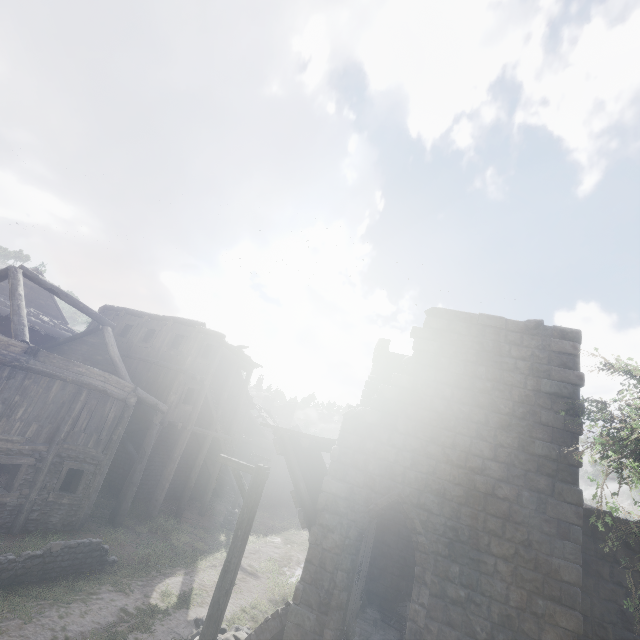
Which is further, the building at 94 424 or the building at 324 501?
the building at 94 424

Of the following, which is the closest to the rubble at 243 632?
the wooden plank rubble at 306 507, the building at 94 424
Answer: the building at 94 424

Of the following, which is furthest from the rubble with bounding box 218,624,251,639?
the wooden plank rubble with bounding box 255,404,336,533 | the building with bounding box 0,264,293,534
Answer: the wooden plank rubble with bounding box 255,404,336,533

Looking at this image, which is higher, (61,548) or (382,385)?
(382,385)

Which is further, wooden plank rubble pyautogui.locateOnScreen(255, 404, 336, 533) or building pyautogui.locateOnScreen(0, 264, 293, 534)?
building pyautogui.locateOnScreen(0, 264, 293, 534)

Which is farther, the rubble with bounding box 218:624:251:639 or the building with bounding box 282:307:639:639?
the rubble with bounding box 218:624:251:639

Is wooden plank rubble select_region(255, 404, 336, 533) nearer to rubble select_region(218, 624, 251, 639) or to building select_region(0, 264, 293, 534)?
building select_region(0, 264, 293, 534)

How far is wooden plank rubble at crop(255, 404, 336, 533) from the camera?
9.05m
